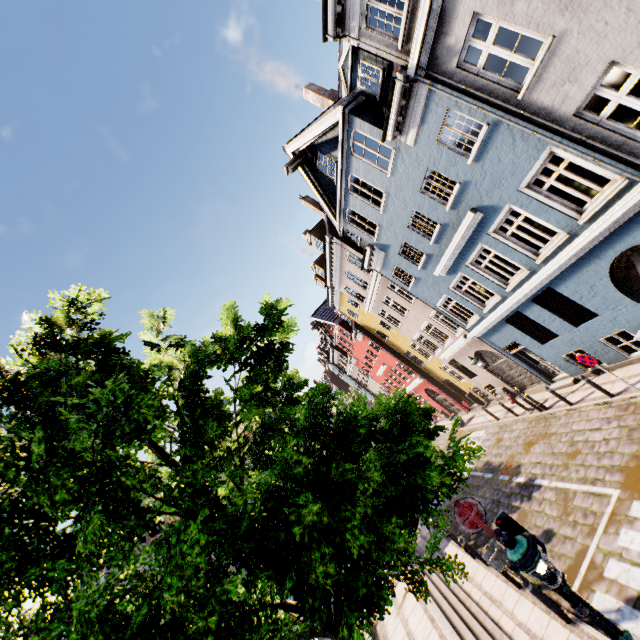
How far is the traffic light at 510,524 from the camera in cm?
515

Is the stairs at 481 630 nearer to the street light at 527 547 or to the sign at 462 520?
the street light at 527 547

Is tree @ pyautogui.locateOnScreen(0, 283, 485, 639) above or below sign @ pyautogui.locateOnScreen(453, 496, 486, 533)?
above

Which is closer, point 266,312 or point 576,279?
point 266,312

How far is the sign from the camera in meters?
→ 5.3

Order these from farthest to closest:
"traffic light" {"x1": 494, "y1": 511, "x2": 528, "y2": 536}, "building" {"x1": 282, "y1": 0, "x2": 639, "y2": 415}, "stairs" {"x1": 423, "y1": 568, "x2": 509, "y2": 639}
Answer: "stairs" {"x1": 423, "y1": 568, "x2": 509, "y2": 639} → "building" {"x1": 282, "y1": 0, "x2": 639, "y2": 415} → "traffic light" {"x1": 494, "y1": 511, "x2": 528, "y2": 536}

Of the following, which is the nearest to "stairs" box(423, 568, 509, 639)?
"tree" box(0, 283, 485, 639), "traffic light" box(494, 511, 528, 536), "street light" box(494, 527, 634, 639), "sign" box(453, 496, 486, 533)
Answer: "tree" box(0, 283, 485, 639)

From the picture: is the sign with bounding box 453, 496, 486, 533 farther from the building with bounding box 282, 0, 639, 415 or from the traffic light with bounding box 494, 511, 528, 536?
the building with bounding box 282, 0, 639, 415
